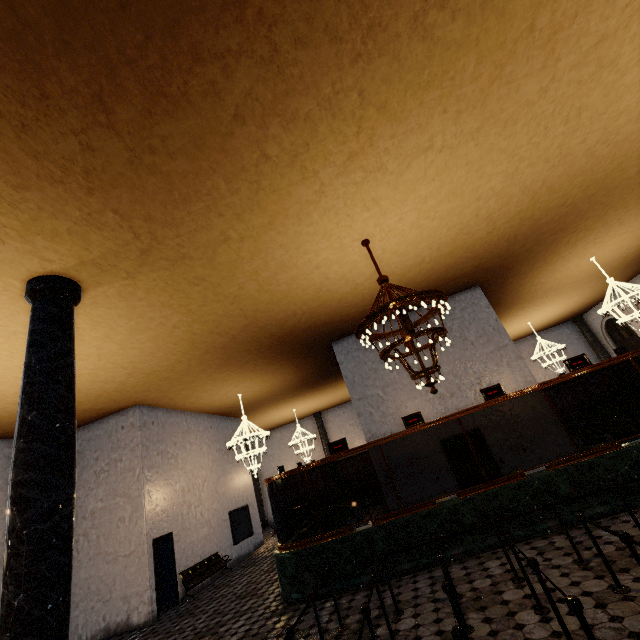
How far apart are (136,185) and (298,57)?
2.8m
